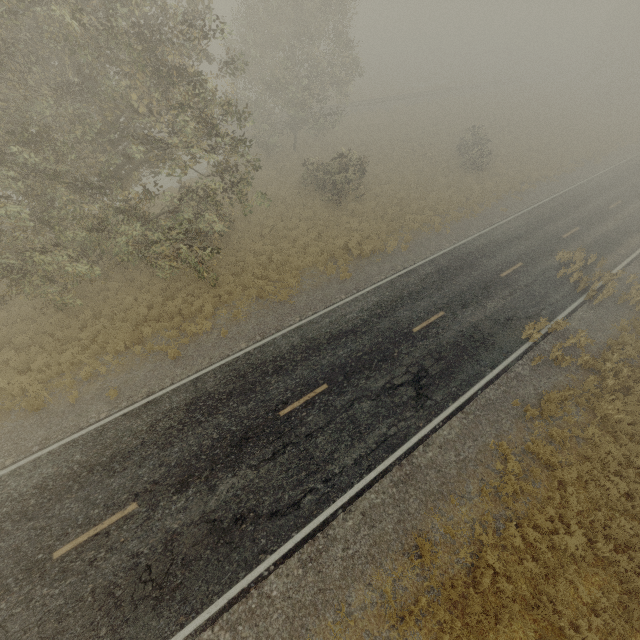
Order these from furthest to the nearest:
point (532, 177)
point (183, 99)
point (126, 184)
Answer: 1. point (532, 177)
2. point (126, 184)
3. point (183, 99)
